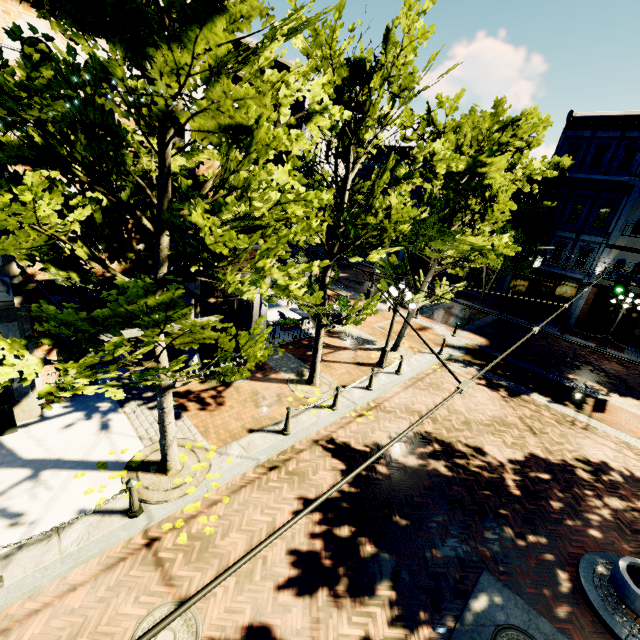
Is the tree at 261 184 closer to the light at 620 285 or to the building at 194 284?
the building at 194 284

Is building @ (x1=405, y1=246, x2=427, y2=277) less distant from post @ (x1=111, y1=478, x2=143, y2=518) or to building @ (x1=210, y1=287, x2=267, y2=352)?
building @ (x1=210, y1=287, x2=267, y2=352)

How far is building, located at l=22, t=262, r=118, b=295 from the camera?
7.4 meters

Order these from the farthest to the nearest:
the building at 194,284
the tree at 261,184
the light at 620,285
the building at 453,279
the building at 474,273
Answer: the building at 453,279 → the building at 474,273 → the light at 620,285 → the building at 194,284 → the tree at 261,184

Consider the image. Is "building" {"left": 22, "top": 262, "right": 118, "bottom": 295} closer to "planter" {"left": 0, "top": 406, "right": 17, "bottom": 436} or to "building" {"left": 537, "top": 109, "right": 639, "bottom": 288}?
"planter" {"left": 0, "top": 406, "right": 17, "bottom": 436}

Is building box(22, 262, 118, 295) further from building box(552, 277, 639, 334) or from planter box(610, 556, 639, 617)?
planter box(610, 556, 639, 617)

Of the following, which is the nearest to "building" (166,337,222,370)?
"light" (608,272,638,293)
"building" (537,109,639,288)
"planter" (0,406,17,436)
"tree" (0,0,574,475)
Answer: "planter" (0,406,17,436)

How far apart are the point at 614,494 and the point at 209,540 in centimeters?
1085cm
